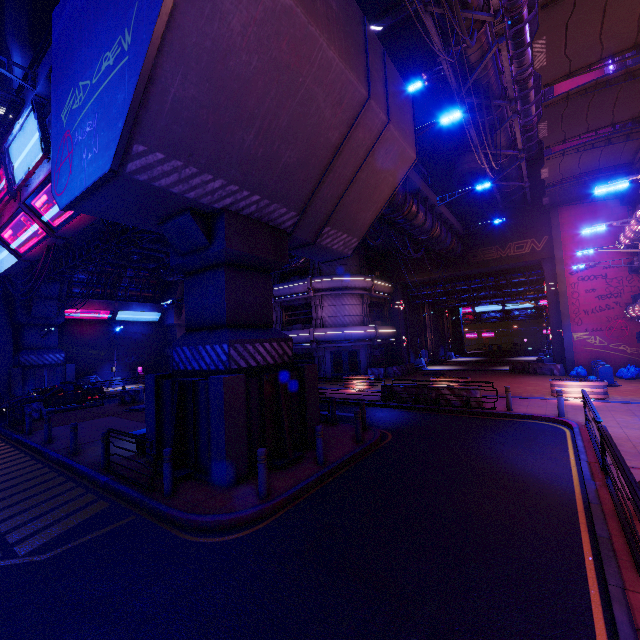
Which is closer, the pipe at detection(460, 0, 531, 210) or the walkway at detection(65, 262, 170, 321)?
the pipe at detection(460, 0, 531, 210)

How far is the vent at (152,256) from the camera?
24.6m

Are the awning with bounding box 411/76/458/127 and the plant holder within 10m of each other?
no

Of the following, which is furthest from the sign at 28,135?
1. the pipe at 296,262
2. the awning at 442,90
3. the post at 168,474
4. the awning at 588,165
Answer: the awning at 588,165

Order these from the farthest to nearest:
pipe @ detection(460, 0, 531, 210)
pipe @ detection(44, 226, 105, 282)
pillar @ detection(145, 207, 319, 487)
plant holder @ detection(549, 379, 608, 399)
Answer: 1. pipe @ detection(44, 226, 105, 282)
2. plant holder @ detection(549, 379, 608, 399)
3. pipe @ detection(460, 0, 531, 210)
4. pillar @ detection(145, 207, 319, 487)

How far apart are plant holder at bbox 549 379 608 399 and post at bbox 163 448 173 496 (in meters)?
17.52

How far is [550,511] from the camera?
6.43m

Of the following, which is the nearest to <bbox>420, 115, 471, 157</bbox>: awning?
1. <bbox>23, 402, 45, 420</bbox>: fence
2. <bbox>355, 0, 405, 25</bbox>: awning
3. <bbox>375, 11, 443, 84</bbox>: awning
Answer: <bbox>375, 11, 443, 84</bbox>: awning
